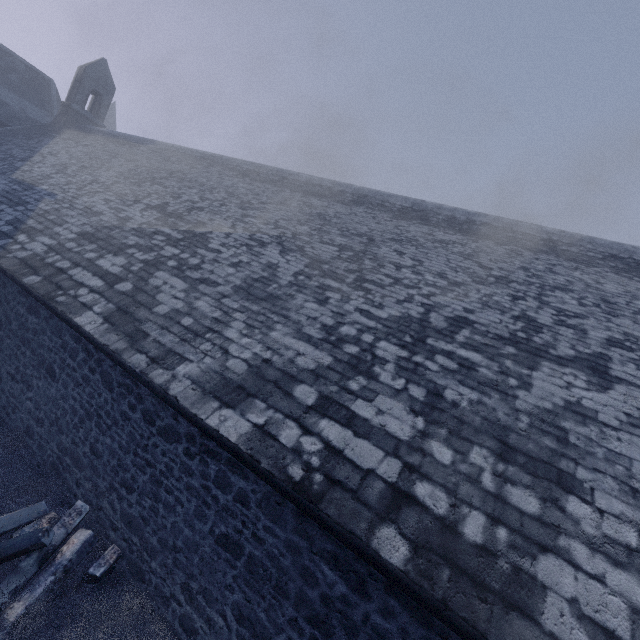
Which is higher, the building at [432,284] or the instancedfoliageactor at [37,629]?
the building at [432,284]

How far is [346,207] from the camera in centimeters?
1024cm

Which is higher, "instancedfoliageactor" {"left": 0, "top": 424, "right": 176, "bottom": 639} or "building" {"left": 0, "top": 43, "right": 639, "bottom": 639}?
"building" {"left": 0, "top": 43, "right": 639, "bottom": 639}
